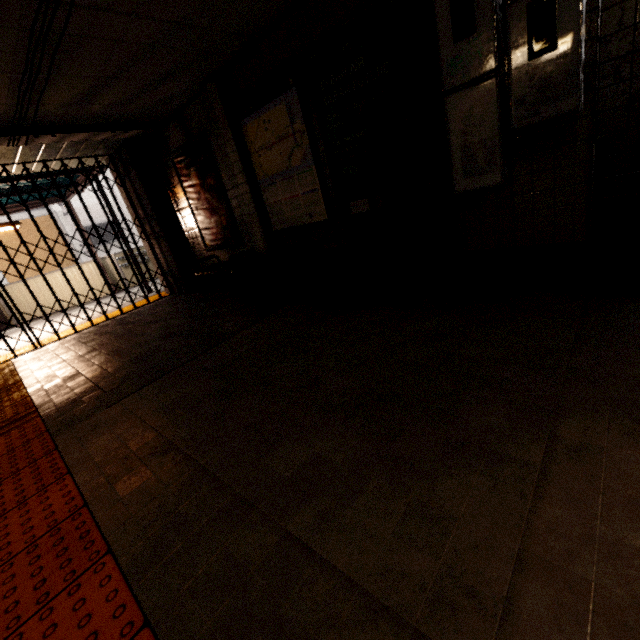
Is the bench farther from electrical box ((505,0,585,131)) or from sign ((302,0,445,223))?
electrical box ((505,0,585,131))

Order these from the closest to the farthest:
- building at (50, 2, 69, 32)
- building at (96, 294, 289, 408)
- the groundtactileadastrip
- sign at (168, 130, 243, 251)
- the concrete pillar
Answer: the groundtactileadastrip, building at (50, 2, 69, 32), building at (96, 294, 289, 408), sign at (168, 130, 243, 251), the concrete pillar

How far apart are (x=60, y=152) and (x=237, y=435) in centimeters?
643cm

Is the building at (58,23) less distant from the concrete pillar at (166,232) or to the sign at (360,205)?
the sign at (360,205)

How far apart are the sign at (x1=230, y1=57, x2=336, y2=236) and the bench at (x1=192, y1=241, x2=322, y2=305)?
0.24m

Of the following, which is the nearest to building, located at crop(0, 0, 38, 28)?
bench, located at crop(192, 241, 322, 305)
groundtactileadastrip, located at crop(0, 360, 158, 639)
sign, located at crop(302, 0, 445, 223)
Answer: sign, located at crop(302, 0, 445, 223)

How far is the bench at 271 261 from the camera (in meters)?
4.10

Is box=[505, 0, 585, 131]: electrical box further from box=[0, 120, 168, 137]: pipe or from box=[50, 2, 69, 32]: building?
box=[0, 120, 168, 137]: pipe
